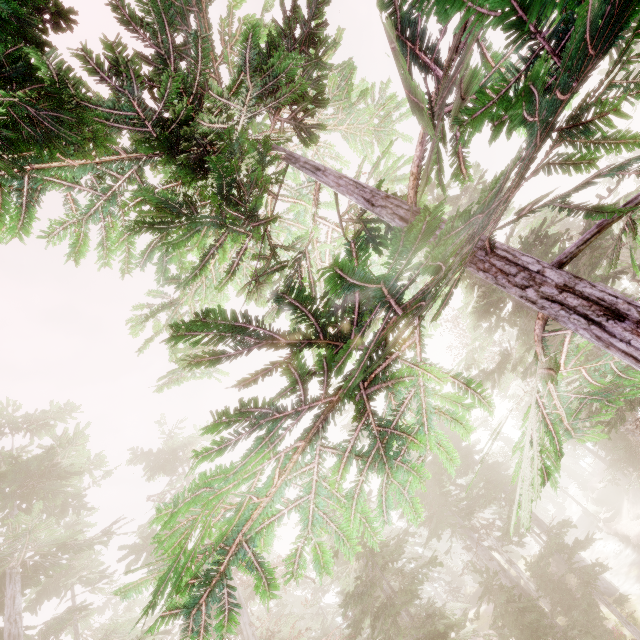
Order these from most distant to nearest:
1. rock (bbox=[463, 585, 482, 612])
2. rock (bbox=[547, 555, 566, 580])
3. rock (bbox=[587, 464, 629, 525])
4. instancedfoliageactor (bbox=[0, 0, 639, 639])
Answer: rock (bbox=[463, 585, 482, 612]), rock (bbox=[587, 464, 629, 525]), rock (bbox=[547, 555, 566, 580]), instancedfoliageactor (bbox=[0, 0, 639, 639])

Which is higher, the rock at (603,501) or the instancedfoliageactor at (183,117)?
the instancedfoliageactor at (183,117)

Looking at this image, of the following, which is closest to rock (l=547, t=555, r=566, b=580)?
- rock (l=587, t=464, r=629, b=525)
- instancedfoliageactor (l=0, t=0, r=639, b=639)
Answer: instancedfoliageactor (l=0, t=0, r=639, b=639)

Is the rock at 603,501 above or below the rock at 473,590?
below

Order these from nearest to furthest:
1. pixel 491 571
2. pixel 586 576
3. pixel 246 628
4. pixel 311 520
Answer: pixel 311 520 < pixel 246 628 < pixel 586 576 < pixel 491 571

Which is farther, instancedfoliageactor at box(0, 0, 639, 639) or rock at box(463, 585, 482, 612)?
rock at box(463, 585, 482, 612)

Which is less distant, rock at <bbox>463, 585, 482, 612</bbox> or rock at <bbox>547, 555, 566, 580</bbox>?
rock at <bbox>547, 555, 566, 580</bbox>
